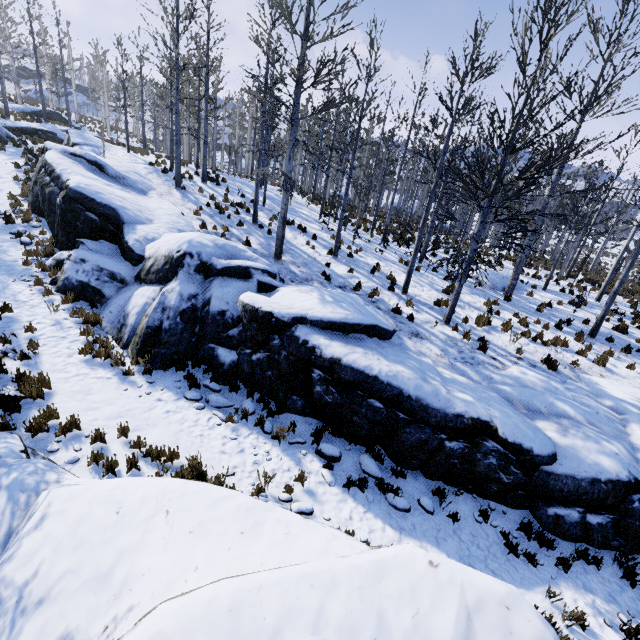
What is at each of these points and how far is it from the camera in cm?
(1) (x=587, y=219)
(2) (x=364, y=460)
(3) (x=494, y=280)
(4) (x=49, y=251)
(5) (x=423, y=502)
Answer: (1) instancedfoliageactor, 1983
(2) rock, 753
(3) rock, 1647
(4) instancedfoliageactor, 1172
(5) rock, 698

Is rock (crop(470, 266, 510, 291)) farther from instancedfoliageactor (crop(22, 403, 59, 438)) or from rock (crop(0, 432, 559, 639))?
instancedfoliageactor (crop(22, 403, 59, 438))

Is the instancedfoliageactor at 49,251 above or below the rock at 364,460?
above

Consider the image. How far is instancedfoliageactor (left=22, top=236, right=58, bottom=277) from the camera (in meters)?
10.78

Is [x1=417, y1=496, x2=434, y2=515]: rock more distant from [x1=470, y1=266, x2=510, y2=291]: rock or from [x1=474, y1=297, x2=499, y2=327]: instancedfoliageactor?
[x1=470, y1=266, x2=510, y2=291]: rock

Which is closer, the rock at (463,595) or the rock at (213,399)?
the rock at (463,595)

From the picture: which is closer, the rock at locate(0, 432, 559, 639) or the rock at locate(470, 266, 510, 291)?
the rock at locate(0, 432, 559, 639)

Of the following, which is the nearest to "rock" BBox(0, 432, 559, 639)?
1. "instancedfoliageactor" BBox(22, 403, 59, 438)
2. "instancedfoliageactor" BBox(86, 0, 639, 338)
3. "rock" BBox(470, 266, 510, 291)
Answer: "instancedfoliageactor" BBox(22, 403, 59, 438)
